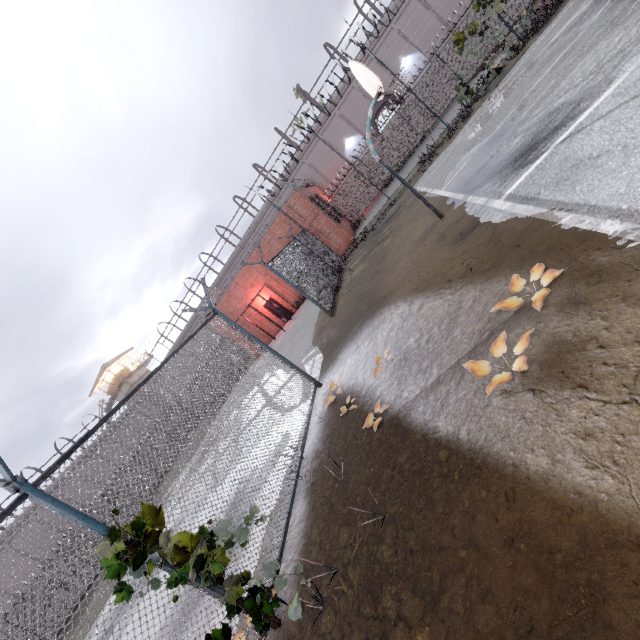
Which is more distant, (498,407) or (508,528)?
(498,407)

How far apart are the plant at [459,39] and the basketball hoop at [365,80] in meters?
9.8

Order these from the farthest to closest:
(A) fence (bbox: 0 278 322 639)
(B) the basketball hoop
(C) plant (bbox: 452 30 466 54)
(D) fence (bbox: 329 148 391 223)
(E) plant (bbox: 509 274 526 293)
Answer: (D) fence (bbox: 329 148 391 223)
(C) plant (bbox: 452 30 466 54)
(B) the basketball hoop
(E) plant (bbox: 509 274 526 293)
(A) fence (bbox: 0 278 322 639)

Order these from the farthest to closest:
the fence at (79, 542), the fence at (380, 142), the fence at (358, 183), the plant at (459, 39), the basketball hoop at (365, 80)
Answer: the fence at (358, 183) < the fence at (380, 142) < the plant at (459, 39) < the basketball hoop at (365, 80) < the fence at (79, 542)

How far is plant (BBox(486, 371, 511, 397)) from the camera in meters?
2.8

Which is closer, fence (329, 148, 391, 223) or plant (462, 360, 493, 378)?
plant (462, 360, 493, 378)

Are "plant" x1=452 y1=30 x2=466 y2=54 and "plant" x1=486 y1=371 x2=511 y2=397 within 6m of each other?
no

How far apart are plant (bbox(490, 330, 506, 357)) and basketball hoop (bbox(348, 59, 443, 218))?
5.39m
